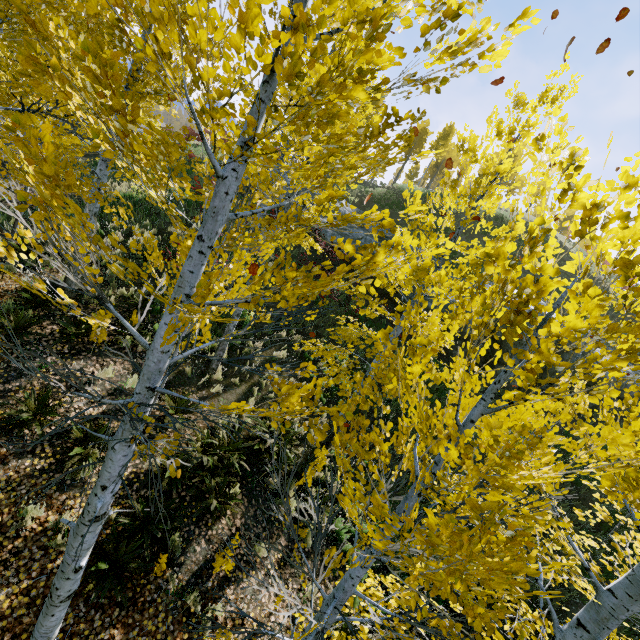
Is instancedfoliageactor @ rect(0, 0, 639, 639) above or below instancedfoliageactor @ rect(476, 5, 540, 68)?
below

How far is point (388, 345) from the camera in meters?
2.3 m

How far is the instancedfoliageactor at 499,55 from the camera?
1.6 meters

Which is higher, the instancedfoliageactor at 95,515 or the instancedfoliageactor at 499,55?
the instancedfoliageactor at 499,55

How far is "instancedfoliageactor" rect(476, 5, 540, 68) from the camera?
1.6m
